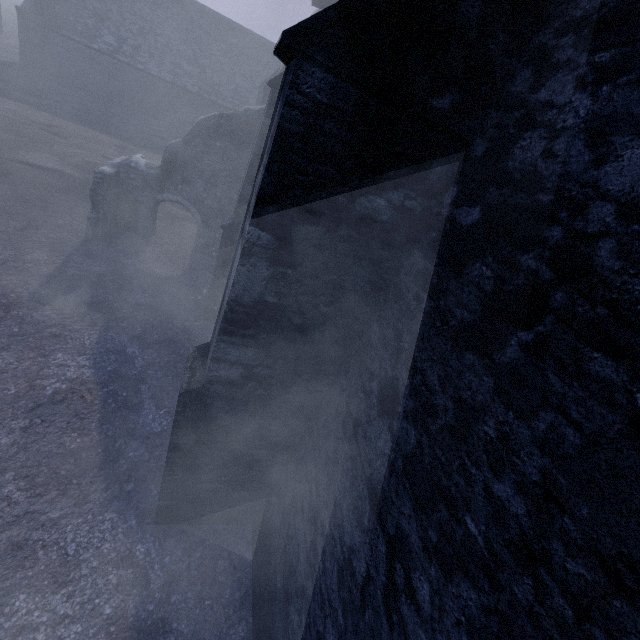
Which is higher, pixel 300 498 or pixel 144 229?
pixel 300 498
